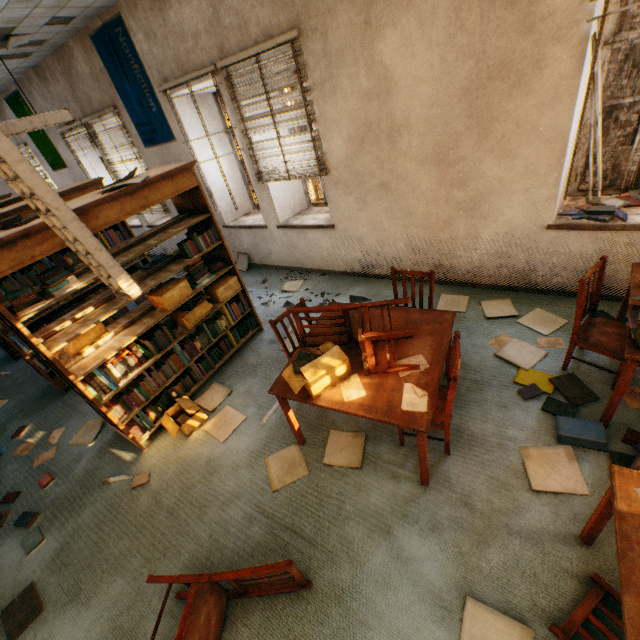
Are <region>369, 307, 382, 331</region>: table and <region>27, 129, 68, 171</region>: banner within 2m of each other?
no

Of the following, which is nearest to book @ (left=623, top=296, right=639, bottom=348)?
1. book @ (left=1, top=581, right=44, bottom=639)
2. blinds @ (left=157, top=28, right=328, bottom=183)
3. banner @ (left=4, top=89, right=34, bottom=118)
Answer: blinds @ (left=157, top=28, right=328, bottom=183)

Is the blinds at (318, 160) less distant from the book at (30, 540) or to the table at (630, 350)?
the table at (630, 350)

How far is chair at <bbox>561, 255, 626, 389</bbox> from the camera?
2.5m

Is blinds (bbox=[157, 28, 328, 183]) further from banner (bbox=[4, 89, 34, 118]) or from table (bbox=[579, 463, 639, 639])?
banner (bbox=[4, 89, 34, 118])

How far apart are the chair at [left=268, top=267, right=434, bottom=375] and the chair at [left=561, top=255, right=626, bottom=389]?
1.3m

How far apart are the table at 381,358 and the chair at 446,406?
0.05m

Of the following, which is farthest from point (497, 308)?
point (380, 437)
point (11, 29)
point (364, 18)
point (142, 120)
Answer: point (11, 29)
